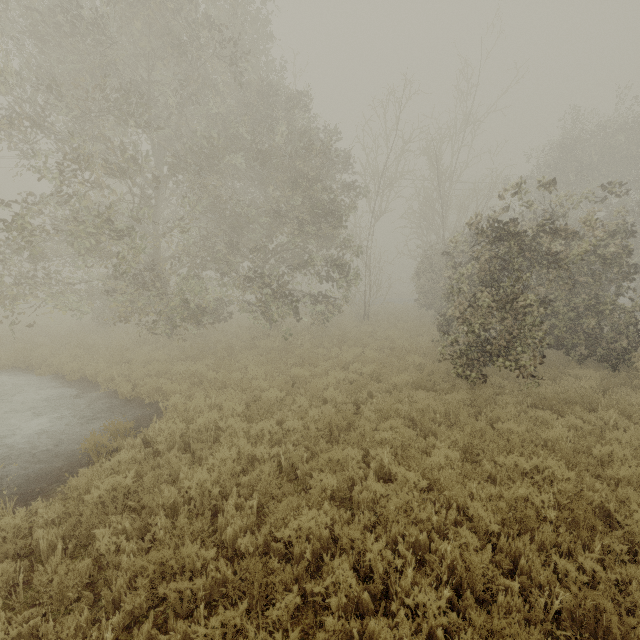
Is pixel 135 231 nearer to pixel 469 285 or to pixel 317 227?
pixel 317 227
